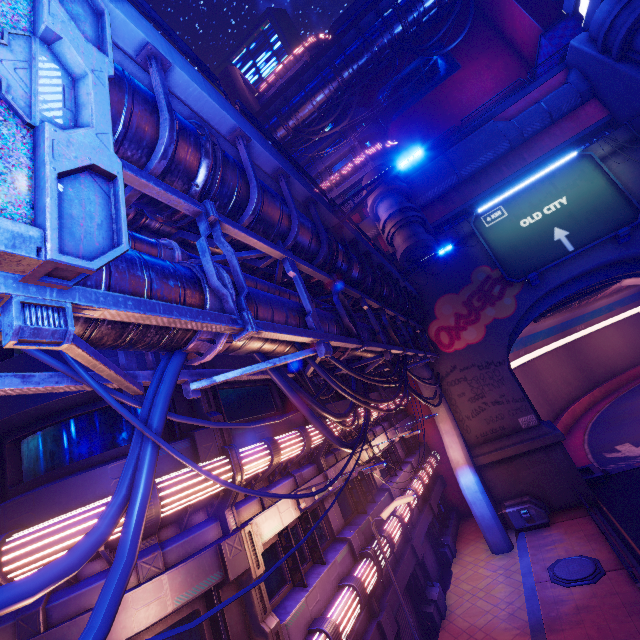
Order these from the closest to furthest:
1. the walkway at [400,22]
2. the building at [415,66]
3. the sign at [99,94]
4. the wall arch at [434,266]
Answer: the sign at [99,94] < the wall arch at [434,266] < the walkway at [400,22] < the building at [415,66]

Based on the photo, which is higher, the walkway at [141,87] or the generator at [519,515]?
the walkway at [141,87]

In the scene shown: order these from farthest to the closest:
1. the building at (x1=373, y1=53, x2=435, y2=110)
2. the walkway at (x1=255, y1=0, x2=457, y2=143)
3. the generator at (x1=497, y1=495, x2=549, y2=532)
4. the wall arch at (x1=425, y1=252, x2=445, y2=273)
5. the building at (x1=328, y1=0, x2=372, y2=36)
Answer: the building at (x1=328, y1=0, x2=372, y2=36), the building at (x1=373, y1=53, x2=435, y2=110), the walkway at (x1=255, y1=0, x2=457, y2=143), the wall arch at (x1=425, y1=252, x2=445, y2=273), the generator at (x1=497, y1=495, x2=549, y2=532)

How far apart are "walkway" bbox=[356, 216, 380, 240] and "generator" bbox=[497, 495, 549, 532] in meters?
21.4

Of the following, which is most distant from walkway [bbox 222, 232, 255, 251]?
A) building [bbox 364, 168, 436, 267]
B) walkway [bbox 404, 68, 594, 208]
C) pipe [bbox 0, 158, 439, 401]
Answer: walkway [bbox 404, 68, 594, 208]

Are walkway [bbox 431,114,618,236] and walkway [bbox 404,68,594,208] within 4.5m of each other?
yes

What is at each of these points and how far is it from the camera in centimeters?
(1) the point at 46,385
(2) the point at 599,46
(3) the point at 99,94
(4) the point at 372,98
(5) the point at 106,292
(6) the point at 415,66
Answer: (1) pipe, 397cm
(2) building, 1972cm
(3) sign, 268cm
(4) building, 4059cm
(5) pipe, 306cm
(6) building, 3831cm

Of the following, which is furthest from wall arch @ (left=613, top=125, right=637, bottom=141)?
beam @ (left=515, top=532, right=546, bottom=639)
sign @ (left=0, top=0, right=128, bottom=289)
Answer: sign @ (left=0, top=0, right=128, bottom=289)
